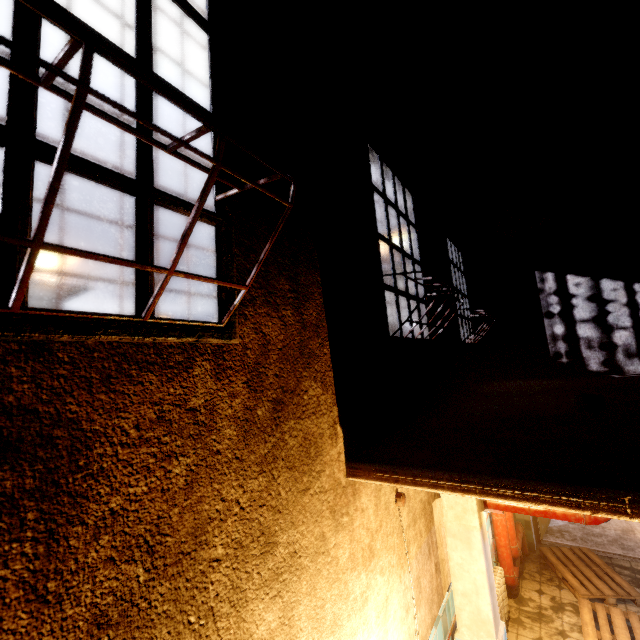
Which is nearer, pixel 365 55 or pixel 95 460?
pixel 95 460

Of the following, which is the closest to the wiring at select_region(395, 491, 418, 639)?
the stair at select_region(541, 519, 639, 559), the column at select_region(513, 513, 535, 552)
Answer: the column at select_region(513, 513, 535, 552)

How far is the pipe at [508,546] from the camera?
2.8 meters

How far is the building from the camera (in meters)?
24.62

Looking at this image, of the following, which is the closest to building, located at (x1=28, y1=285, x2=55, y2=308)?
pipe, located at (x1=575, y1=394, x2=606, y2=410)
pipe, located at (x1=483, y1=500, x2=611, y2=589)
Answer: Result: pipe, located at (x1=483, y1=500, x2=611, y2=589)

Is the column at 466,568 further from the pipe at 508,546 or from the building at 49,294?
the building at 49,294

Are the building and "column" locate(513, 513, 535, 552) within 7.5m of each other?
no

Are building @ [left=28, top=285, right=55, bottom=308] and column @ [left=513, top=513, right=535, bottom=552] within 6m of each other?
no
